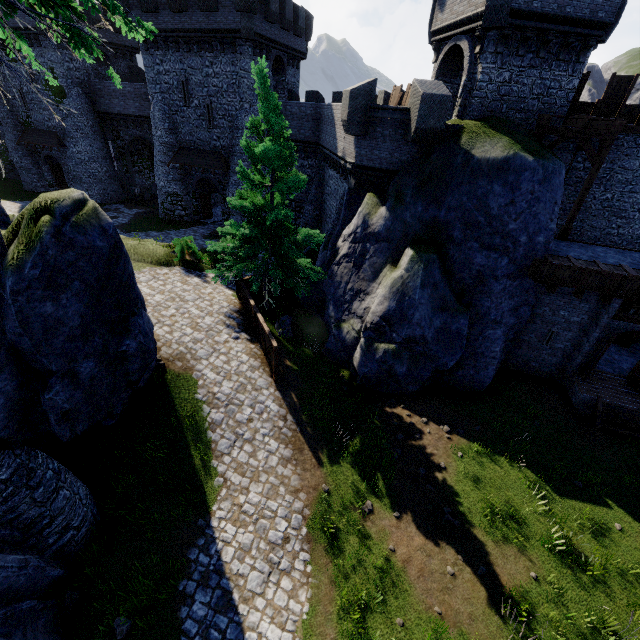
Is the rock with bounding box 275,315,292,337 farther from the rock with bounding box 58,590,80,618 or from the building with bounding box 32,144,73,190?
the building with bounding box 32,144,73,190

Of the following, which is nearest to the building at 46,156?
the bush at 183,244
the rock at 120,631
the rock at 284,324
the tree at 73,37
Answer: the bush at 183,244

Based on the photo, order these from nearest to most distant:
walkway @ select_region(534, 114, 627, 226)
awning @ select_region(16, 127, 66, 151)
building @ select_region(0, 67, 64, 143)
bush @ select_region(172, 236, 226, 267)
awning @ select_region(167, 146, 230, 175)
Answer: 1. walkway @ select_region(534, 114, 627, 226)
2. bush @ select_region(172, 236, 226, 267)
3. awning @ select_region(167, 146, 230, 175)
4. building @ select_region(0, 67, 64, 143)
5. awning @ select_region(16, 127, 66, 151)

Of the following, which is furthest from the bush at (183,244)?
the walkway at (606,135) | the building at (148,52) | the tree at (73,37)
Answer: the walkway at (606,135)

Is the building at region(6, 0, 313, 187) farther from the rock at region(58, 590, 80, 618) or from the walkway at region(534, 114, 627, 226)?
the rock at region(58, 590, 80, 618)

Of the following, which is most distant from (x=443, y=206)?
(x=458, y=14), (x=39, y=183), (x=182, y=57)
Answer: (x=39, y=183)

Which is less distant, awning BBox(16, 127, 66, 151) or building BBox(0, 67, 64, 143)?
building BBox(0, 67, 64, 143)

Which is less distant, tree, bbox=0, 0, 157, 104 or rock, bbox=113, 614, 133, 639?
tree, bbox=0, 0, 157, 104
